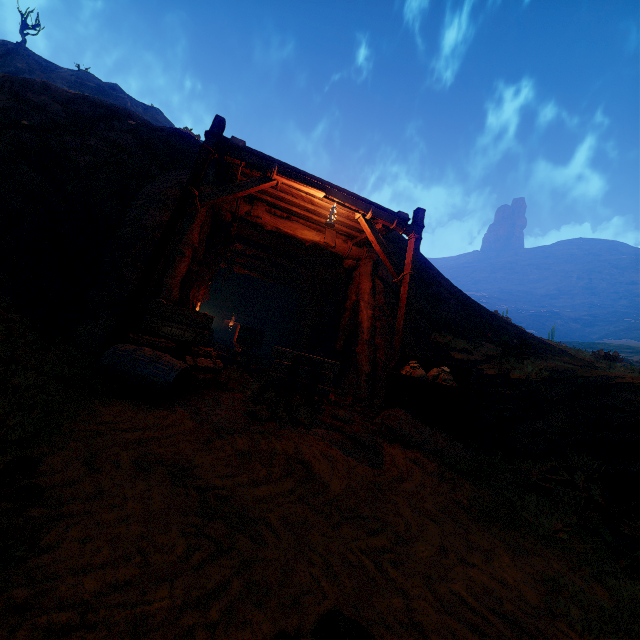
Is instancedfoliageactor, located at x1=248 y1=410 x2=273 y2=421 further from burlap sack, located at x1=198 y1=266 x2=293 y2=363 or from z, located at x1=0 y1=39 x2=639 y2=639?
burlap sack, located at x1=198 y1=266 x2=293 y2=363

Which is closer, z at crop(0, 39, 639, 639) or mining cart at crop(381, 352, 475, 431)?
z at crop(0, 39, 639, 639)

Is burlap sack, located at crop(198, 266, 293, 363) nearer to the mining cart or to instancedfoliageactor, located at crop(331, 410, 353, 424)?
the mining cart

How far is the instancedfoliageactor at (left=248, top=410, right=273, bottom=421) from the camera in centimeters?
434cm

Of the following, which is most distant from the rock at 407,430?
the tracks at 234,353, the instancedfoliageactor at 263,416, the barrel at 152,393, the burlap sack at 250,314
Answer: the burlap sack at 250,314

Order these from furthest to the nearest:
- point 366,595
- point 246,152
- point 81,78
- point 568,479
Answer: point 81,78 → point 246,152 → point 568,479 → point 366,595

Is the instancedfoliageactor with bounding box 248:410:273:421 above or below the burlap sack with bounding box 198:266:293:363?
below

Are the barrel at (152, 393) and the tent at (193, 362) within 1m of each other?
yes
